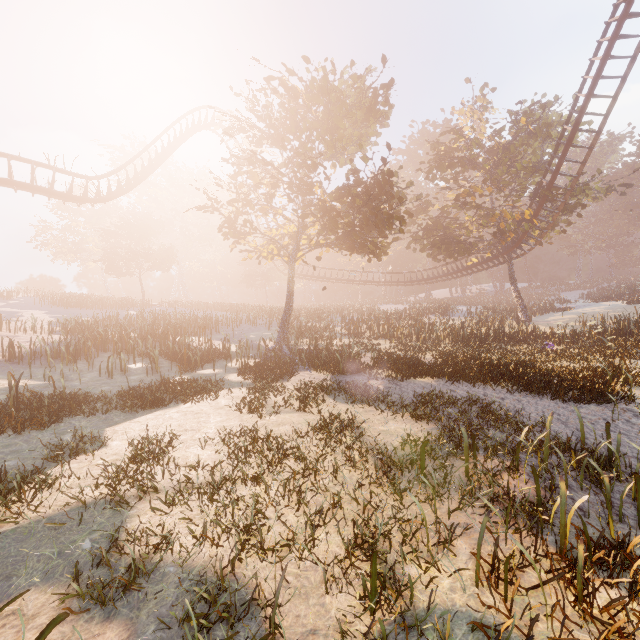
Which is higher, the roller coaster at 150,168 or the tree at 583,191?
the roller coaster at 150,168

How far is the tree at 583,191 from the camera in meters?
23.6

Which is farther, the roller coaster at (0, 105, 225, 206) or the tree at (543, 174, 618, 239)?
the tree at (543, 174, 618, 239)

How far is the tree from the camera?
23.6m

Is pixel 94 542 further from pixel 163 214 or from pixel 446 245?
pixel 163 214

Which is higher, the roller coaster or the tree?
the roller coaster
